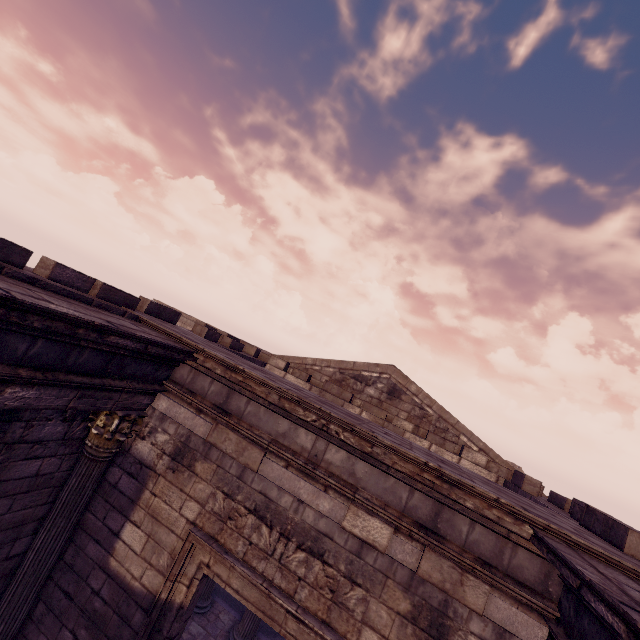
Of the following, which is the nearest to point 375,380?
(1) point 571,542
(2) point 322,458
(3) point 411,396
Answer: (3) point 411,396

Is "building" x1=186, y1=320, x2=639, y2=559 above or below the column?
above

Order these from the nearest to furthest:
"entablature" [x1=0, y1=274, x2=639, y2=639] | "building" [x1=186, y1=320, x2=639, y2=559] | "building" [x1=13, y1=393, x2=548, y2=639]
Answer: "entablature" [x1=0, y1=274, x2=639, y2=639] → "building" [x1=13, y1=393, x2=548, y2=639] → "building" [x1=186, y1=320, x2=639, y2=559]

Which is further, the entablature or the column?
the column

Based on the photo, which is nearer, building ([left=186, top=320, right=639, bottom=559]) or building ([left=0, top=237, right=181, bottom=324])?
building ([left=0, top=237, right=181, bottom=324])

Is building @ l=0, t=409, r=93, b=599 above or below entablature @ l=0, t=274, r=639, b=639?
below

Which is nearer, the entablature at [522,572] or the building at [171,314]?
the entablature at [522,572]

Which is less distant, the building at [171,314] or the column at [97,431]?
the building at [171,314]
